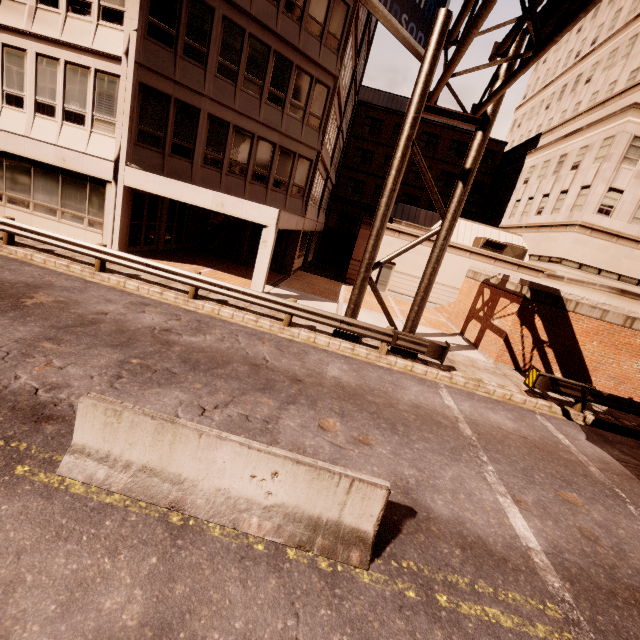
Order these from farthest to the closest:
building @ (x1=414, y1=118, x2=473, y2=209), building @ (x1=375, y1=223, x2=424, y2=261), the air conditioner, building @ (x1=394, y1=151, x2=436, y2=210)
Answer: building @ (x1=394, y1=151, x2=436, y2=210) < building @ (x1=414, y1=118, x2=473, y2=209) < the air conditioner < building @ (x1=375, y1=223, x2=424, y2=261)

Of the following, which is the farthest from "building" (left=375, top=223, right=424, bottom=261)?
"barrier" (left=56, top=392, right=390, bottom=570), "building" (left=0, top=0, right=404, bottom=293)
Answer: "barrier" (left=56, top=392, right=390, bottom=570)

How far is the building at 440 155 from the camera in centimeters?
3781cm

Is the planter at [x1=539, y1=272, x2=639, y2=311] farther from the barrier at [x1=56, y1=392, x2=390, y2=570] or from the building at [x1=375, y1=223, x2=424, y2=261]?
the barrier at [x1=56, y1=392, x2=390, y2=570]

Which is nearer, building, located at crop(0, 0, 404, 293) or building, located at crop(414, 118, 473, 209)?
building, located at crop(0, 0, 404, 293)

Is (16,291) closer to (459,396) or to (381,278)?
(459,396)

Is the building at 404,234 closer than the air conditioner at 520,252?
Yes

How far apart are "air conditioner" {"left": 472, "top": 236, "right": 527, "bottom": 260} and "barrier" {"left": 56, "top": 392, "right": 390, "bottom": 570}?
23.75m
